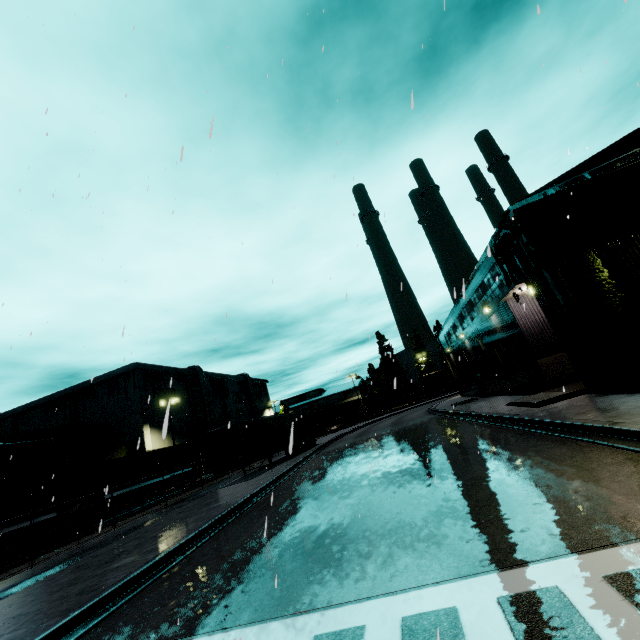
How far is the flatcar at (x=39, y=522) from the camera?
18.8m

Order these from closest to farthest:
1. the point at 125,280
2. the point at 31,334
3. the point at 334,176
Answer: the point at 31,334
the point at 334,176
the point at 125,280

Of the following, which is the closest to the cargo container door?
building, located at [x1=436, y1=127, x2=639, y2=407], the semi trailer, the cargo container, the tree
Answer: the cargo container

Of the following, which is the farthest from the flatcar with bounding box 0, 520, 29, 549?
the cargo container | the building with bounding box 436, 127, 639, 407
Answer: the building with bounding box 436, 127, 639, 407

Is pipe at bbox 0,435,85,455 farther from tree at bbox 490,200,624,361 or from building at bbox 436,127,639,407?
tree at bbox 490,200,624,361

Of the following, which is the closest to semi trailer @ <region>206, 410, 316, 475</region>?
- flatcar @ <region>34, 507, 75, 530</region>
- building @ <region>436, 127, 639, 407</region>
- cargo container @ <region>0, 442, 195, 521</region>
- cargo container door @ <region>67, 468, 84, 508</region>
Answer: building @ <region>436, 127, 639, 407</region>

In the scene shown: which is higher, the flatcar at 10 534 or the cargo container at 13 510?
the cargo container at 13 510
